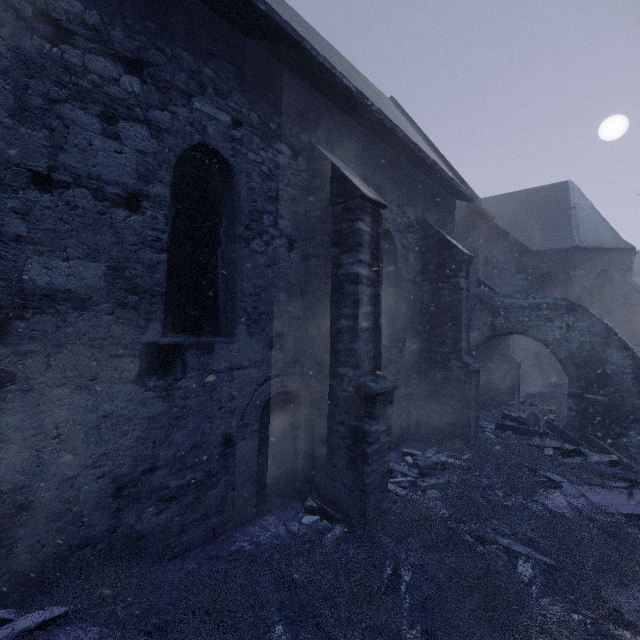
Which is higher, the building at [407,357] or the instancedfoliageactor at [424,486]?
the building at [407,357]

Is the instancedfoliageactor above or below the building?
below

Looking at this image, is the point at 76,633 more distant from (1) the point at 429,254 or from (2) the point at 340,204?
(1) the point at 429,254
